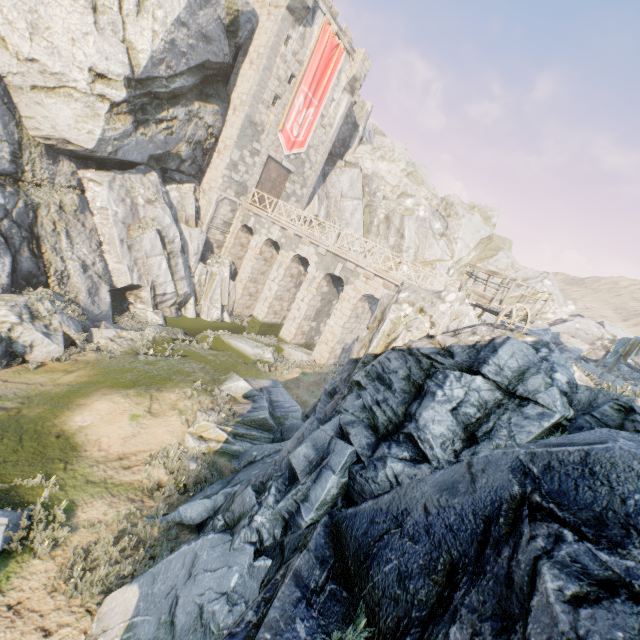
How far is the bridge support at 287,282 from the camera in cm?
1956

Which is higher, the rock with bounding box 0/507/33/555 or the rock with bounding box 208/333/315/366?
the rock with bounding box 208/333/315/366

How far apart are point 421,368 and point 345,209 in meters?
29.5

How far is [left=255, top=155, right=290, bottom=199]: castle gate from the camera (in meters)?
25.00

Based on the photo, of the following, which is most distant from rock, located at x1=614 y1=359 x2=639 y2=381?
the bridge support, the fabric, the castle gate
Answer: the fabric

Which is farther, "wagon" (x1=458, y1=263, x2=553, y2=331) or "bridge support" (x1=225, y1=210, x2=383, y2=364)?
"bridge support" (x1=225, y1=210, x2=383, y2=364)

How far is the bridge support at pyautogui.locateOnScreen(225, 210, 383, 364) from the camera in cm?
1956

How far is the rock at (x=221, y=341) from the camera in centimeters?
1720cm
